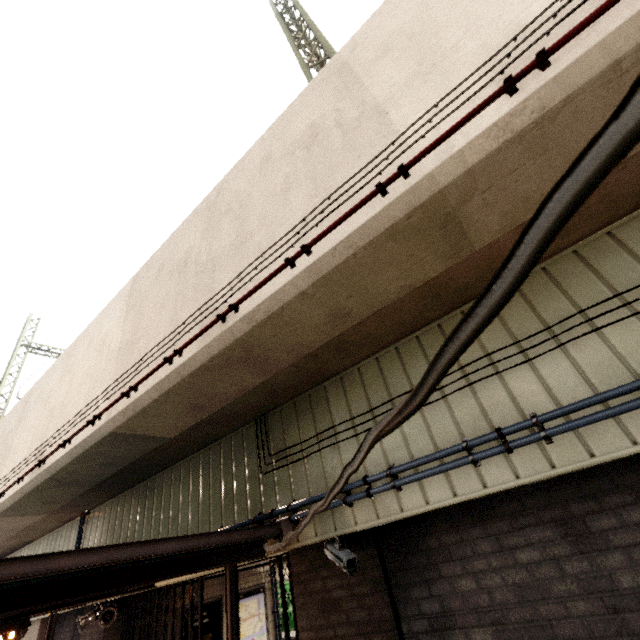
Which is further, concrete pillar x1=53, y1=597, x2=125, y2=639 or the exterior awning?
concrete pillar x1=53, y1=597, x2=125, y2=639

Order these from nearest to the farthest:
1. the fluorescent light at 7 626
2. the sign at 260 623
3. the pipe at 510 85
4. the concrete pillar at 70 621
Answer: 1. the pipe at 510 85
2. the fluorescent light at 7 626
3. the concrete pillar at 70 621
4. the sign at 260 623

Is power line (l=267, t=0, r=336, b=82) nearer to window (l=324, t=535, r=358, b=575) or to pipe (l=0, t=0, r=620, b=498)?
pipe (l=0, t=0, r=620, b=498)

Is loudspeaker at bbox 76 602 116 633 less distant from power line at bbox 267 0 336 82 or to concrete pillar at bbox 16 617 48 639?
concrete pillar at bbox 16 617 48 639

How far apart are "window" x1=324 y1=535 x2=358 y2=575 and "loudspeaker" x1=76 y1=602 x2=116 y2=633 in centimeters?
555cm

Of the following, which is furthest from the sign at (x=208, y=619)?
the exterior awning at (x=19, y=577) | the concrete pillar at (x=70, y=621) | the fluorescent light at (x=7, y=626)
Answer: the fluorescent light at (x=7, y=626)

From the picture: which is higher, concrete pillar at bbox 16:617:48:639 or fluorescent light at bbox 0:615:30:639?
fluorescent light at bbox 0:615:30:639

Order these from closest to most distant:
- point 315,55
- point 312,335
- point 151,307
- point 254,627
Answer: point 312,335, point 151,307, point 315,55, point 254,627
